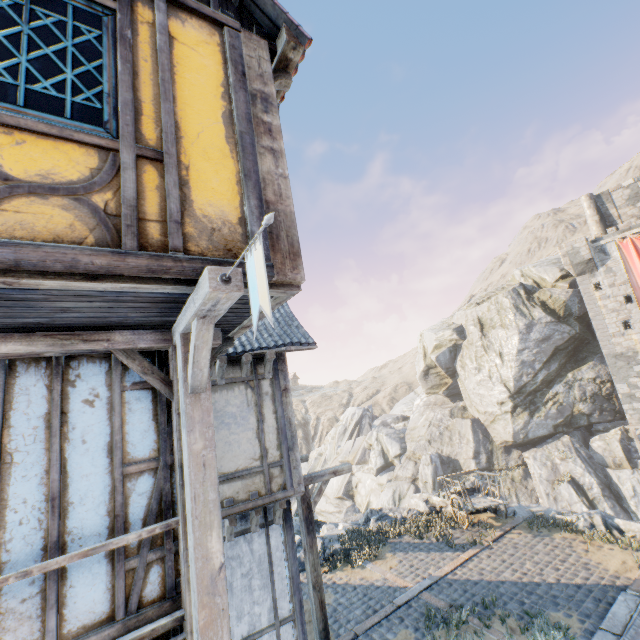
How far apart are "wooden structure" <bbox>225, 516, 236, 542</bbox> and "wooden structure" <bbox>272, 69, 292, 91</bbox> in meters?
6.8

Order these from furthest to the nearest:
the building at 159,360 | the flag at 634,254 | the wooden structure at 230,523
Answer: the flag at 634,254 < the wooden structure at 230,523 < the building at 159,360

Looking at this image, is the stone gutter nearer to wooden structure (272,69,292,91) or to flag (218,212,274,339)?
flag (218,212,274,339)

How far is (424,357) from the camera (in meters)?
41.59

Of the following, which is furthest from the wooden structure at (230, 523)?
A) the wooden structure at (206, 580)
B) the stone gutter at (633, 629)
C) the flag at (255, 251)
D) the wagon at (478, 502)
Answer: the wagon at (478, 502)

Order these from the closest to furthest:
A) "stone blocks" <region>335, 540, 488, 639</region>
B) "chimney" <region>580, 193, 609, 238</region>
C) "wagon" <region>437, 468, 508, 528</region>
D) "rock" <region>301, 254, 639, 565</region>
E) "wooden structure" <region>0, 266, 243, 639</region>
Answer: "wooden structure" <region>0, 266, 243, 639</region>
"stone blocks" <region>335, 540, 488, 639</region>
"wagon" <region>437, 468, 508, 528</region>
"rock" <region>301, 254, 639, 565</region>
"chimney" <region>580, 193, 609, 238</region>

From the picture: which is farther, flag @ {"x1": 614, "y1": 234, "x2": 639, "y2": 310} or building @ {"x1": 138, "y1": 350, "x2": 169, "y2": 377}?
flag @ {"x1": 614, "y1": 234, "x2": 639, "y2": 310}

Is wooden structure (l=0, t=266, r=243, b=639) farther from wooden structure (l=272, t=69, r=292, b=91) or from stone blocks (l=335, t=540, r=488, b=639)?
stone blocks (l=335, t=540, r=488, b=639)
